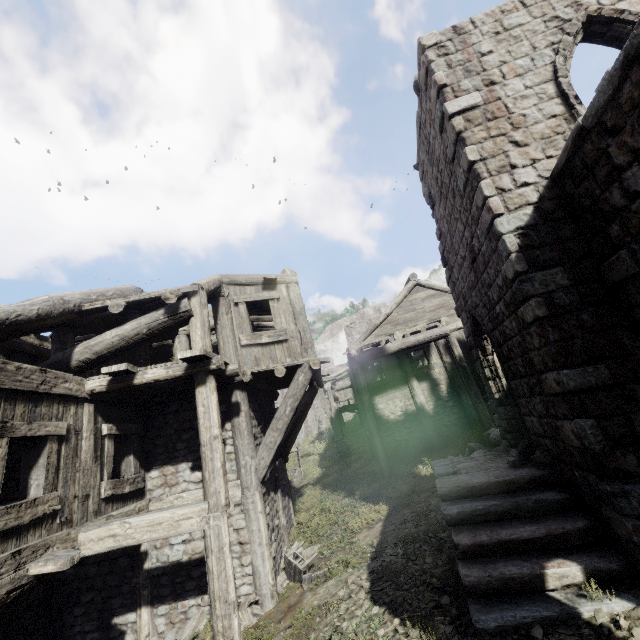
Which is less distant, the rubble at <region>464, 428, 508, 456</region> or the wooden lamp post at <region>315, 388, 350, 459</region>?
the rubble at <region>464, 428, 508, 456</region>

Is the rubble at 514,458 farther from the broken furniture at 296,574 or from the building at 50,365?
the broken furniture at 296,574

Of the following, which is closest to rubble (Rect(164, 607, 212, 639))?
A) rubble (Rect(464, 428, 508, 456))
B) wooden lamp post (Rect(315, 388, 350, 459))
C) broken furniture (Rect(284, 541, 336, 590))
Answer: broken furniture (Rect(284, 541, 336, 590))

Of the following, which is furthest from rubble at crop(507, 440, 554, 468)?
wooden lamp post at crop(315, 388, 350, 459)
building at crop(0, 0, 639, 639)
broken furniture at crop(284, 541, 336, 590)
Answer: wooden lamp post at crop(315, 388, 350, 459)

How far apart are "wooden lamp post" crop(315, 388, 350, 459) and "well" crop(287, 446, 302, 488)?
1.99m

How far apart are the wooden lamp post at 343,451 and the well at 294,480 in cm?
199

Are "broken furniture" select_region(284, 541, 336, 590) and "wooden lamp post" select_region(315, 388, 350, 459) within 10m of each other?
no

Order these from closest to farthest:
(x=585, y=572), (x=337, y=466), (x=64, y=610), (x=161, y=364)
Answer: (x=585, y=572) < (x=161, y=364) < (x=64, y=610) < (x=337, y=466)
